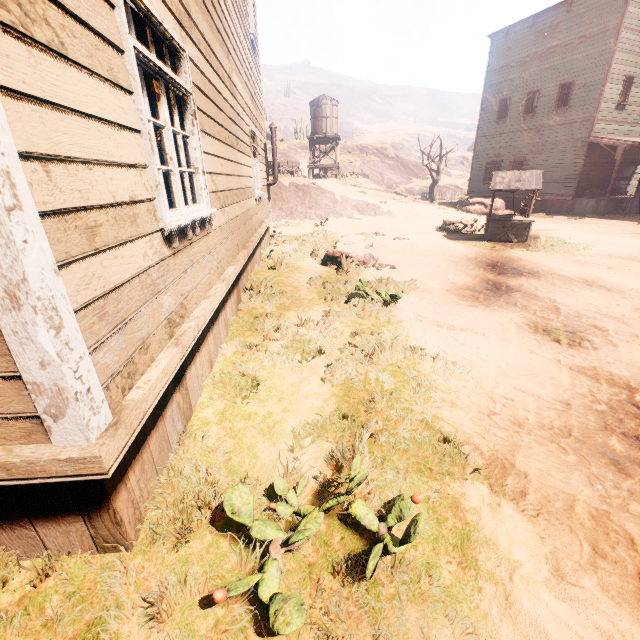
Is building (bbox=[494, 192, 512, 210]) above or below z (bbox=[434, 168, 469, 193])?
below

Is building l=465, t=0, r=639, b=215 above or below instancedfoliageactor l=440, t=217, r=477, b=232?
above

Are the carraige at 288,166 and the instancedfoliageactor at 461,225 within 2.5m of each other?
no

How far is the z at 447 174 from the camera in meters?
42.3

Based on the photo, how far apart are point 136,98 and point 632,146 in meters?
23.6 m

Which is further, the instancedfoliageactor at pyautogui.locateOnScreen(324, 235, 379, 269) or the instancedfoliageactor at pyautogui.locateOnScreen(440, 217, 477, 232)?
the instancedfoliageactor at pyautogui.locateOnScreen(440, 217, 477, 232)

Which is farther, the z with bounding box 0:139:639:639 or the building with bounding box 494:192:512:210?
the building with bounding box 494:192:512:210

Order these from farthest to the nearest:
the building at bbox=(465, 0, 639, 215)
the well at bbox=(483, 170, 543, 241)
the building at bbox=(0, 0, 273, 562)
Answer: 1. the building at bbox=(465, 0, 639, 215)
2. the well at bbox=(483, 170, 543, 241)
3. the building at bbox=(0, 0, 273, 562)
